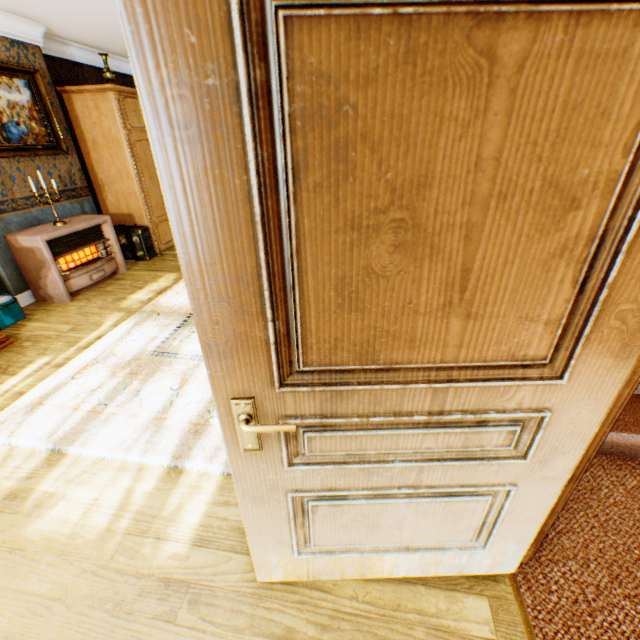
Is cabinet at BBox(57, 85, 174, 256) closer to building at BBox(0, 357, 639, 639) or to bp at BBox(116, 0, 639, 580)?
building at BBox(0, 357, 639, 639)

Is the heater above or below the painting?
below

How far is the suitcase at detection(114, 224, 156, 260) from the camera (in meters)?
5.50

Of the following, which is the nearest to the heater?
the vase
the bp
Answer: the vase

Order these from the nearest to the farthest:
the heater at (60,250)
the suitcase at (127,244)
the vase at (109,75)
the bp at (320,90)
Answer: the bp at (320,90)
the heater at (60,250)
the vase at (109,75)
the suitcase at (127,244)

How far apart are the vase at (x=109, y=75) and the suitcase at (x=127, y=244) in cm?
207

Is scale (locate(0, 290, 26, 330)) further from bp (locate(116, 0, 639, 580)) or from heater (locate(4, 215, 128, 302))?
bp (locate(116, 0, 639, 580))

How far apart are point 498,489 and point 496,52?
1.4m
